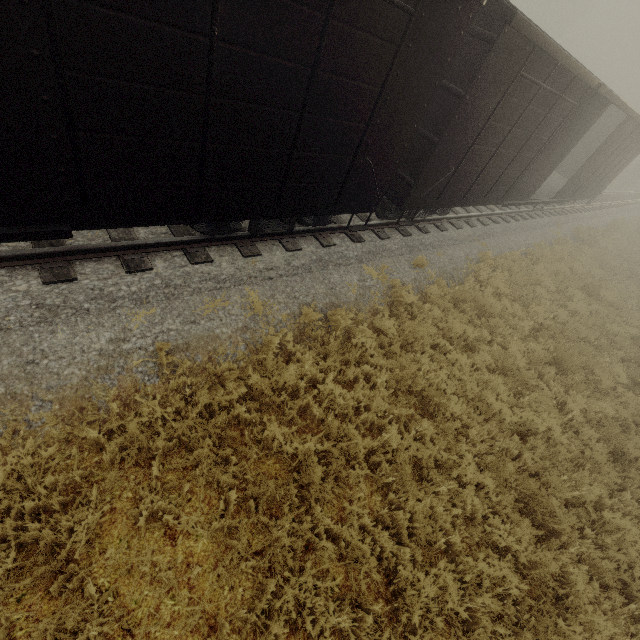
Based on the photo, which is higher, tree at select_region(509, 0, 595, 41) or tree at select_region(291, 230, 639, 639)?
tree at select_region(509, 0, 595, 41)

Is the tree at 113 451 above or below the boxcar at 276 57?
below

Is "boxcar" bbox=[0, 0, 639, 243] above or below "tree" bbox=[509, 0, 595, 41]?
below

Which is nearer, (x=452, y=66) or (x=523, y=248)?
(x=452, y=66)

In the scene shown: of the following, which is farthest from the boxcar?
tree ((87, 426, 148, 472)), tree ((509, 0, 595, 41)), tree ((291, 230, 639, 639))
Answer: tree ((509, 0, 595, 41))

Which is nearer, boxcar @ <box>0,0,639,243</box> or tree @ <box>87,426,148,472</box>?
boxcar @ <box>0,0,639,243</box>

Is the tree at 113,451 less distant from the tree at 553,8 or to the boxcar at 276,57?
the boxcar at 276,57

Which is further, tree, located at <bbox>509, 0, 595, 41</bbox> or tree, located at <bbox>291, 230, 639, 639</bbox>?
tree, located at <bbox>509, 0, 595, 41</bbox>
